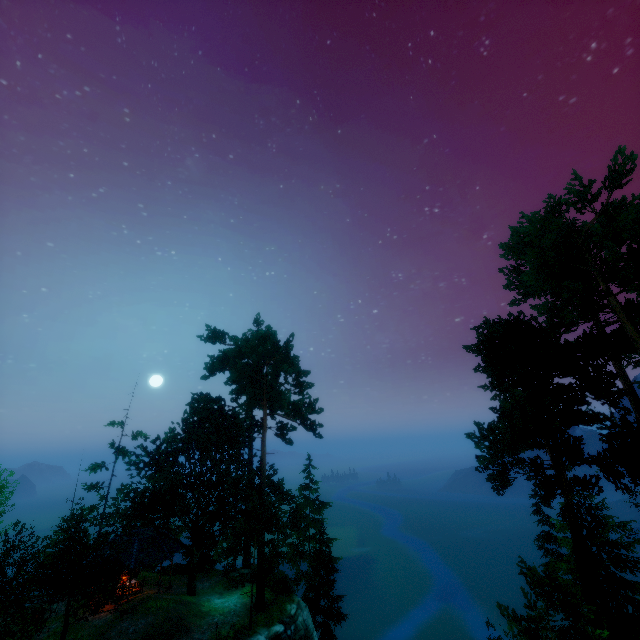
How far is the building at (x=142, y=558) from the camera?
24.6m

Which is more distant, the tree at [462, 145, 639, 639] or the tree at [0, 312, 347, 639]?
the tree at [0, 312, 347, 639]

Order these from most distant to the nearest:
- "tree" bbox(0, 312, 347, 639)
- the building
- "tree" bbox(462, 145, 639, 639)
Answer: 1. the building
2. "tree" bbox(0, 312, 347, 639)
3. "tree" bbox(462, 145, 639, 639)

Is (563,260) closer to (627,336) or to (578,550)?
(627,336)

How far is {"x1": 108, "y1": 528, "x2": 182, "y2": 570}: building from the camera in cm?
2462

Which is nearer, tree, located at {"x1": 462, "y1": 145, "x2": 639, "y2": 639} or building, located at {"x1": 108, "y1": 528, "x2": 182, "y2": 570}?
tree, located at {"x1": 462, "y1": 145, "x2": 639, "y2": 639}

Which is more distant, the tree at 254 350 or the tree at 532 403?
the tree at 254 350
